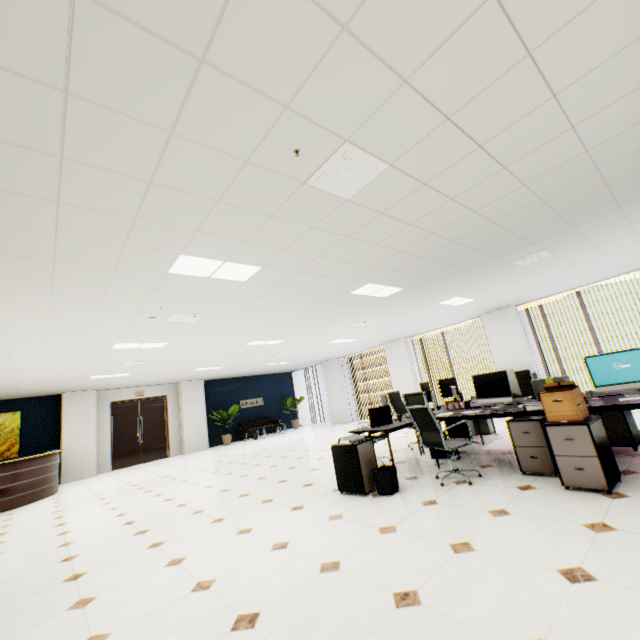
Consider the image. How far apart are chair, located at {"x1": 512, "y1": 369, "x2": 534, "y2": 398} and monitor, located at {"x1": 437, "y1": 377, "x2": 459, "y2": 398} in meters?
0.7

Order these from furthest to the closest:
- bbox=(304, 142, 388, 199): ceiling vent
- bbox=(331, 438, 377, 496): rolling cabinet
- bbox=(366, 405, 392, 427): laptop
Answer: bbox=(366, 405, 392, 427): laptop, bbox=(331, 438, 377, 496): rolling cabinet, bbox=(304, 142, 388, 199): ceiling vent

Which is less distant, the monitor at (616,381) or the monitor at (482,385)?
the monitor at (616,381)

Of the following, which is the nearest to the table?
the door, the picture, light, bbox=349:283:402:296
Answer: light, bbox=349:283:402:296

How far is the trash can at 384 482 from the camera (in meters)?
4.02

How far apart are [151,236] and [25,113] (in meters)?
1.31

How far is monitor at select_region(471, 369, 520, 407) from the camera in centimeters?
457cm

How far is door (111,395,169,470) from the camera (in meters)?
12.30
